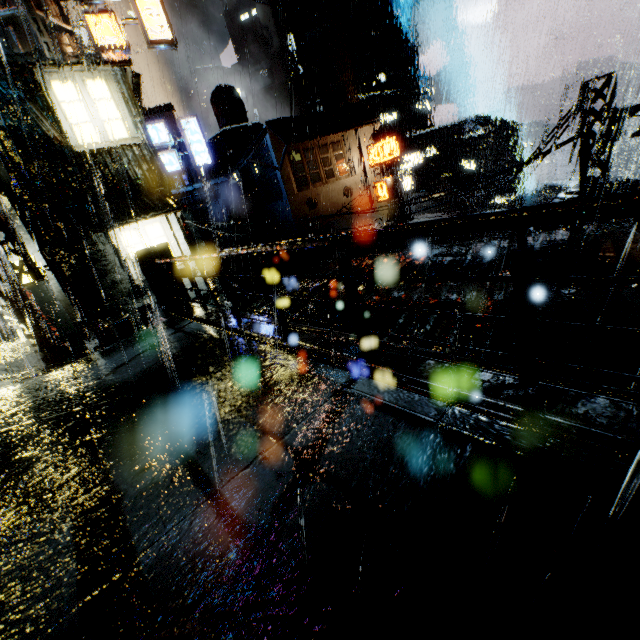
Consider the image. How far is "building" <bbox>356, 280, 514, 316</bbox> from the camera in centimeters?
542cm

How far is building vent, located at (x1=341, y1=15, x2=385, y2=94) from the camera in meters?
39.5 m

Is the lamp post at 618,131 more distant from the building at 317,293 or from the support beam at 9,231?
the support beam at 9,231

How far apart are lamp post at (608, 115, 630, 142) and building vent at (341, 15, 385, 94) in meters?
40.7 m

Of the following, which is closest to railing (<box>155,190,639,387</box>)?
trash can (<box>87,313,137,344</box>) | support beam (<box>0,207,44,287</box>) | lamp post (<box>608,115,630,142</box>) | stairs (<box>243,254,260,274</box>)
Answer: trash can (<box>87,313,137,344</box>)

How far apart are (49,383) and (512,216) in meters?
6.8

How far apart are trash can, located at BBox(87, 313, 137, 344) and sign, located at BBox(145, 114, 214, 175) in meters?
12.3 m

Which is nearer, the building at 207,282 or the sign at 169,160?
the building at 207,282
